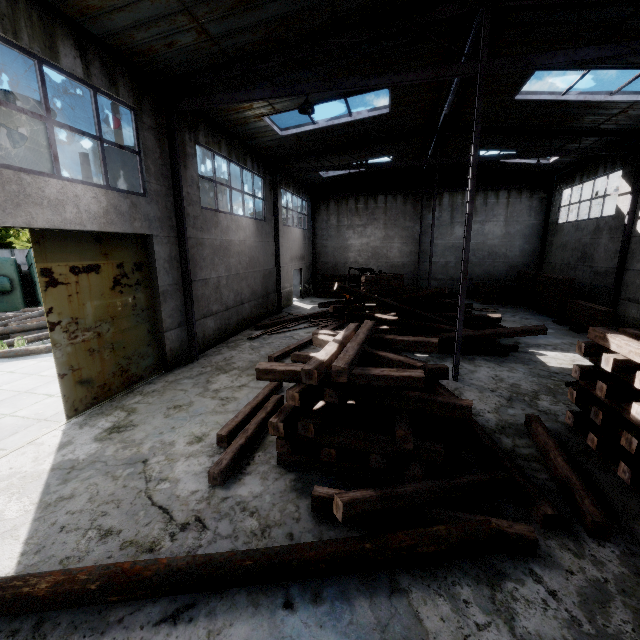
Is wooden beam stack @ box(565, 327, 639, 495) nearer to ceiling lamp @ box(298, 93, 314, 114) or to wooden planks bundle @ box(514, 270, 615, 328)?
ceiling lamp @ box(298, 93, 314, 114)

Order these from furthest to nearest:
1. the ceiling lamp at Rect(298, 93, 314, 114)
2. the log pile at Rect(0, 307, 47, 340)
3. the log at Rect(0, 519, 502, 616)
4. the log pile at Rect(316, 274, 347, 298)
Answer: the log pile at Rect(316, 274, 347, 298) → the log pile at Rect(0, 307, 47, 340) → the ceiling lamp at Rect(298, 93, 314, 114) → the log at Rect(0, 519, 502, 616)

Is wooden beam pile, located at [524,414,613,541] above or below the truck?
below

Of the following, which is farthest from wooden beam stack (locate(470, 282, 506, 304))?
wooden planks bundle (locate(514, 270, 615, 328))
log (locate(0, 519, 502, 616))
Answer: log (locate(0, 519, 502, 616))

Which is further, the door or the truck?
the truck

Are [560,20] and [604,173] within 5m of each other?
no

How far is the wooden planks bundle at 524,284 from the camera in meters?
12.8 m

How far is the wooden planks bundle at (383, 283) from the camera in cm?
1698
